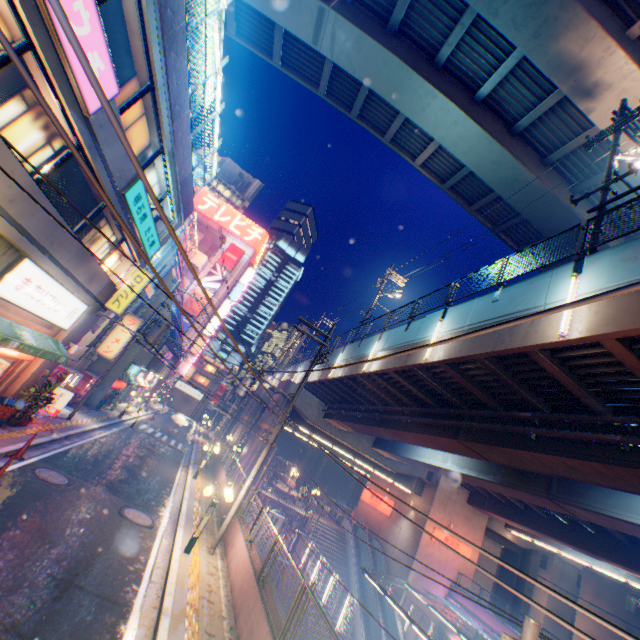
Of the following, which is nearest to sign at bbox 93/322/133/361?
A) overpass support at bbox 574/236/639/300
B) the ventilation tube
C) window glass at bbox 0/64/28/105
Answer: the ventilation tube

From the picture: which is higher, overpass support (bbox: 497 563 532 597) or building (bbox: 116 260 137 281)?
building (bbox: 116 260 137 281)

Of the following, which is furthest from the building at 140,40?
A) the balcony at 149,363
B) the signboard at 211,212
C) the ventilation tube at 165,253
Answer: the signboard at 211,212

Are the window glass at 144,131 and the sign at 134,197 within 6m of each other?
yes

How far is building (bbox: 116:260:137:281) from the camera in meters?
15.7

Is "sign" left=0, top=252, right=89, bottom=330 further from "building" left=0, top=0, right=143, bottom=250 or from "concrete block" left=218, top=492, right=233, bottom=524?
"concrete block" left=218, top=492, right=233, bottom=524

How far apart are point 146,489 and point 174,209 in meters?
13.4 m

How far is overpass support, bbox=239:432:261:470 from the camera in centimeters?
2616cm
